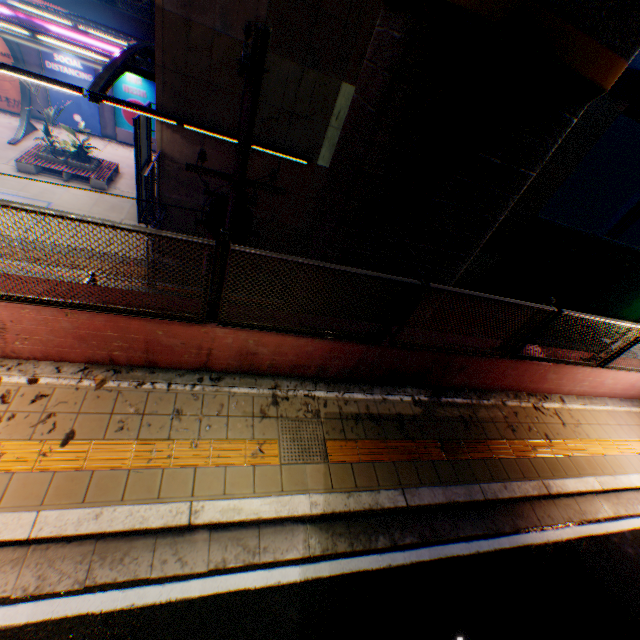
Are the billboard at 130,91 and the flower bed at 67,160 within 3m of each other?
no

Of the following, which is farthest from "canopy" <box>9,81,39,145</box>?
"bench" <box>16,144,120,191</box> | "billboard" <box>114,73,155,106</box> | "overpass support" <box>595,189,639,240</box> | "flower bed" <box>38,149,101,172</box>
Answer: "overpass support" <box>595,189,639,240</box>

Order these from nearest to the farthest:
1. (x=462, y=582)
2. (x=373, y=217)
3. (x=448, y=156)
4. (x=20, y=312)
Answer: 1. (x=20, y=312)
2. (x=462, y=582)
3. (x=448, y=156)
4. (x=373, y=217)

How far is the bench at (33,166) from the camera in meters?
16.3 m

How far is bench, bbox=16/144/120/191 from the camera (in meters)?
16.34

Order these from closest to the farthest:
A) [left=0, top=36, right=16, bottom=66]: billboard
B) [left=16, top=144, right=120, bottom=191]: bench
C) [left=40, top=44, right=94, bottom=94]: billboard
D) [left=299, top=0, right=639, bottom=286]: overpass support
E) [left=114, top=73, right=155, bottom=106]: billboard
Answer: [left=299, top=0, right=639, bottom=286]: overpass support, [left=16, top=144, right=120, bottom=191]: bench, [left=0, top=36, right=16, bottom=66]: billboard, [left=40, top=44, right=94, bottom=94]: billboard, [left=114, top=73, right=155, bottom=106]: billboard

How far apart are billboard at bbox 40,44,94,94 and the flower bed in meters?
4.9

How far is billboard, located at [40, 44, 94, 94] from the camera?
18.5 meters
